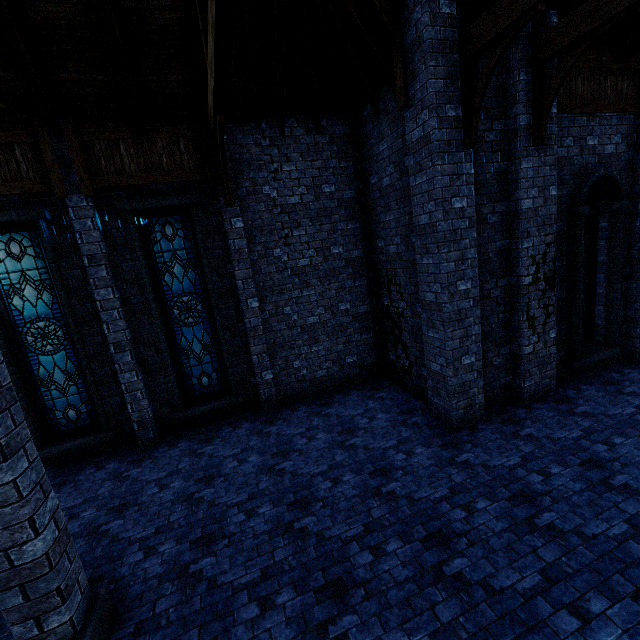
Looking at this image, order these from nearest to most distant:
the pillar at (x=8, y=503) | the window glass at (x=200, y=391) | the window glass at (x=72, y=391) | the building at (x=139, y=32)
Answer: the pillar at (x=8, y=503) < the building at (x=139, y=32) < the window glass at (x=72, y=391) < the window glass at (x=200, y=391)

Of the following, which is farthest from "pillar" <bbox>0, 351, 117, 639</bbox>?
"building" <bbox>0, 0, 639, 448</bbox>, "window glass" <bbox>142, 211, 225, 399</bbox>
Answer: "window glass" <bbox>142, 211, 225, 399</bbox>

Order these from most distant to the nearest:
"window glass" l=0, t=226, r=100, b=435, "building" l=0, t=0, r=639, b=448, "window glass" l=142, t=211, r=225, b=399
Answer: "window glass" l=142, t=211, r=225, b=399
"window glass" l=0, t=226, r=100, b=435
"building" l=0, t=0, r=639, b=448

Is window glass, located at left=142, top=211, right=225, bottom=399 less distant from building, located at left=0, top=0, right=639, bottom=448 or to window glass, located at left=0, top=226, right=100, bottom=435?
building, located at left=0, top=0, right=639, bottom=448

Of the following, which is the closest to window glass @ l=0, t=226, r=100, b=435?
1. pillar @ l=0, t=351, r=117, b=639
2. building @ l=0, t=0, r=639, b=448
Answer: building @ l=0, t=0, r=639, b=448

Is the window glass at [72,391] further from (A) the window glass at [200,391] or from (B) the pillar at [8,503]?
(B) the pillar at [8,503]

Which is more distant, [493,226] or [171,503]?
[493,226]

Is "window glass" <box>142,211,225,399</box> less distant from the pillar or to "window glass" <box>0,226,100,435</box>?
"window glass" <box>0,226,100,435</box>
